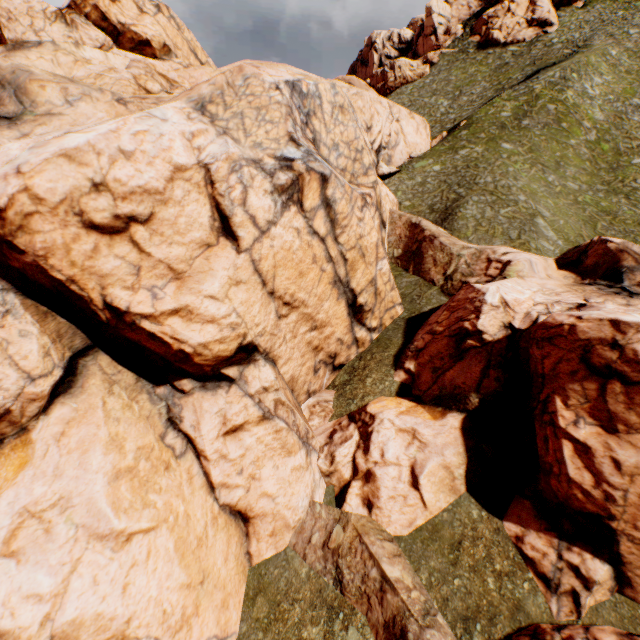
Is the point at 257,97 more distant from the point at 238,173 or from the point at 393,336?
the point at 393,336

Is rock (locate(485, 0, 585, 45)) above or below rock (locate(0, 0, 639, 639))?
above

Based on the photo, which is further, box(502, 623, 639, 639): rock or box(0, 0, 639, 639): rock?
box(0, 0, 639, 639): rock

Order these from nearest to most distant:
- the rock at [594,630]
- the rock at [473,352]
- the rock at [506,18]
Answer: the rock at [594,630] → the rock at [473,352] → the rock at [506,18]

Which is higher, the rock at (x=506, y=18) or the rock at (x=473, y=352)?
the rock at (x=506, y=18)
